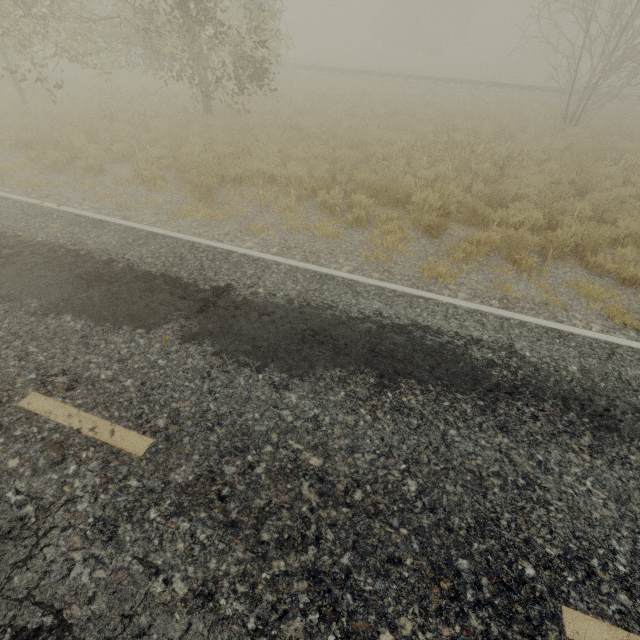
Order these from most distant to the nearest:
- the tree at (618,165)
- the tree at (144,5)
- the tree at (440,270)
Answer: the tree at (618,165) < the tree at (144,5) < the tree at (440,270)

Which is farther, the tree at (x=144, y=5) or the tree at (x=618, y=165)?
the tree at (x=618, y=165)

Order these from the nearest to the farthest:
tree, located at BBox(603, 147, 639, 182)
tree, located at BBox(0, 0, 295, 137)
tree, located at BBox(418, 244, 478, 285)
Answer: tree, located at BBox(418, 244, 478, 285)
tree, located at BBox(0, 0, 295, 137)
tree, located at BBox(603, 147, 639, 182)

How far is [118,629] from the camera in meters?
2.1 m

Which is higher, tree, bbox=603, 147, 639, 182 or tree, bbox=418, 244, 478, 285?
tree, bbox=603, 147, 639, 182

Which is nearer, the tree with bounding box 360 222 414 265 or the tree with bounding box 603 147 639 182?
the tree with bounding box 360 222 414 265
